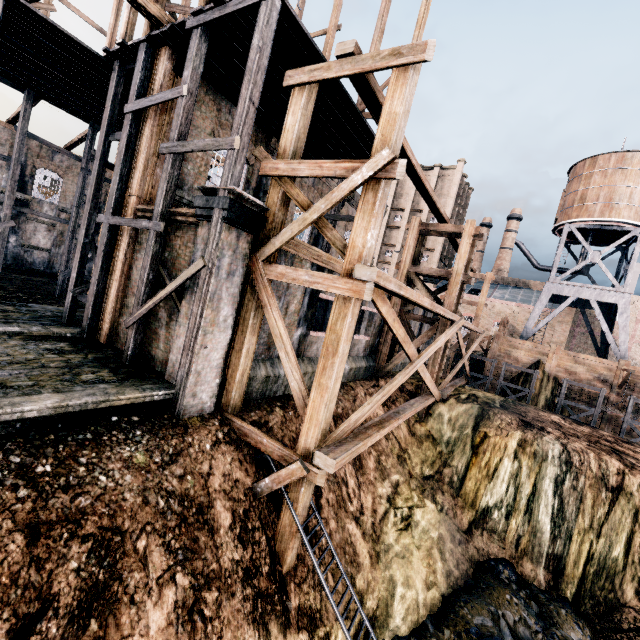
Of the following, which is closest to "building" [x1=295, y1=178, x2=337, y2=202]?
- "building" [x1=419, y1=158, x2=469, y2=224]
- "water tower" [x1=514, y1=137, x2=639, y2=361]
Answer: "water tower" [x1=514, y1=137, x2=639, y2=361]

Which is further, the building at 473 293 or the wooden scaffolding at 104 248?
the building at 473 293

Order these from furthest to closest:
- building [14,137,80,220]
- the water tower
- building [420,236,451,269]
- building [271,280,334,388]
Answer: building [420,236,451,269], the water tower, building [14,137,80,220], building [271,280,334,388]

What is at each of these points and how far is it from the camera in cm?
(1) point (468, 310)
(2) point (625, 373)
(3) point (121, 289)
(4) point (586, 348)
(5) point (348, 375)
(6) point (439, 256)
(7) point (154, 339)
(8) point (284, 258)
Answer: (1) building, 4984
(2) pulley, 2775
(3) building, 1175
(4) building, 4966
(5) building, 1759
(6) building, 5344
(7) building, 1055
(8) building, 1162

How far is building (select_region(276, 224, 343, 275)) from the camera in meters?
11.6 m

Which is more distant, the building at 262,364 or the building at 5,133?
the building at 5,133

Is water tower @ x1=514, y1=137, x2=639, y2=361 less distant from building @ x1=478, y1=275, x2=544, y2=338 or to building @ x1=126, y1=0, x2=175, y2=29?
building @ x1=478, y1=275, x2=544, y2=338

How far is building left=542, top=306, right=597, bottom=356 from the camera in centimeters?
4319cm
